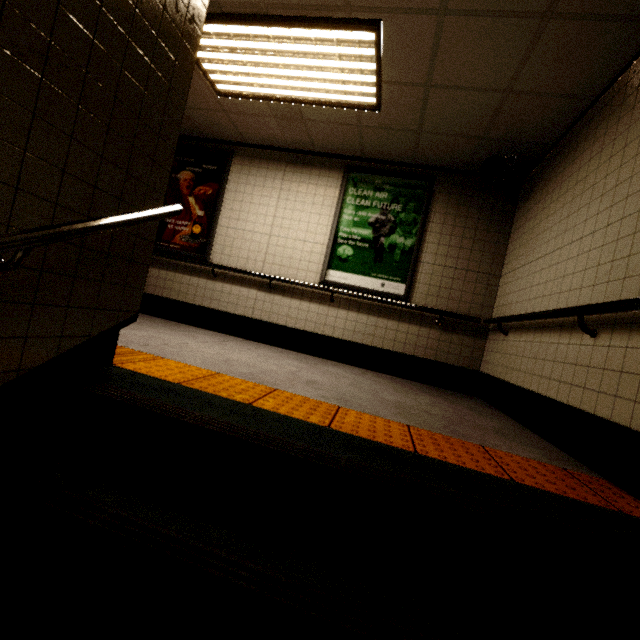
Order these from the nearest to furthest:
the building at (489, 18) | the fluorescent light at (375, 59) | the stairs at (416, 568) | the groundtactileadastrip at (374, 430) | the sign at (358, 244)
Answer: the stairs at (416, 568)
the groundtactileadastrip at (374, 430)
the building at (489, 18)
the fluorescent light at (375, 59)
the sign at (358, 244)

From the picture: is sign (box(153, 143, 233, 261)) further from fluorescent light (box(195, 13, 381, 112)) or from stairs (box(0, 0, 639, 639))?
stairs (box(0, 0, 639, 639))

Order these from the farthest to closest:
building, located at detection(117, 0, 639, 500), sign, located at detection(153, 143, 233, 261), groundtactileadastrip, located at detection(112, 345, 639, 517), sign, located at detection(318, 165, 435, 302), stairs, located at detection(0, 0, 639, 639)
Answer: sign, located at detection(153, 143, 233, 261), sign, located at detection(318, 165, 435, 302), building, located at detection(117, 0, 639, 500), groundtactileadastrip, located at detection(112, 345, 639, 517), stairs, located at detection(0, 0, 639, 639)

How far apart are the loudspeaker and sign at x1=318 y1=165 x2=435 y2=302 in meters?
0.7 m

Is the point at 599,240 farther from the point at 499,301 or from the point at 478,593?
the point at 478,593

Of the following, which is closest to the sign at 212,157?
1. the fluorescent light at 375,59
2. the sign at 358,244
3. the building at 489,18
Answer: the building at 489,18

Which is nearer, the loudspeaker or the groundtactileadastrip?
the groundtactileadastrip

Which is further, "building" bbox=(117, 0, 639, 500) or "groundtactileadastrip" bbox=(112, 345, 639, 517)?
"building" bbox=(117, 0, 639, 500)
